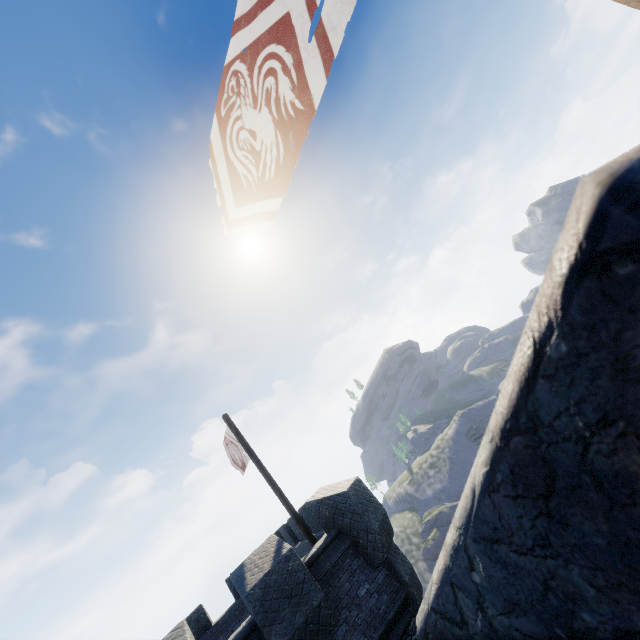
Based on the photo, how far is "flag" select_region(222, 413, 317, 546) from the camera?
9.37m

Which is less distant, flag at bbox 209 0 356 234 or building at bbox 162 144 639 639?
building at bbox 162 144 639 639

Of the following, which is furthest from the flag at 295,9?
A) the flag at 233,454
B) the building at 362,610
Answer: the flag at 233,454

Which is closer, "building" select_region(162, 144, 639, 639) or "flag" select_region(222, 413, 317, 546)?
"building" select_region(162, 144, 639, 639)

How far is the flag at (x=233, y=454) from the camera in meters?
9.4

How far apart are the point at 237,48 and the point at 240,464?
11.9 meters

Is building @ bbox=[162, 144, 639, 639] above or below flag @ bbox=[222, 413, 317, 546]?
below

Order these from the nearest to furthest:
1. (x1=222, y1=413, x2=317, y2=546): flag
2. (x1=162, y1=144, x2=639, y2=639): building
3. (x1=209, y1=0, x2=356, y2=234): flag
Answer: (x1=162, y1=144, x2=639, y2=639): building < (x1=209, y1=0, x2=356, y2=234): flag < (x1=222, y1=413, x2=317, y2=546): flag
